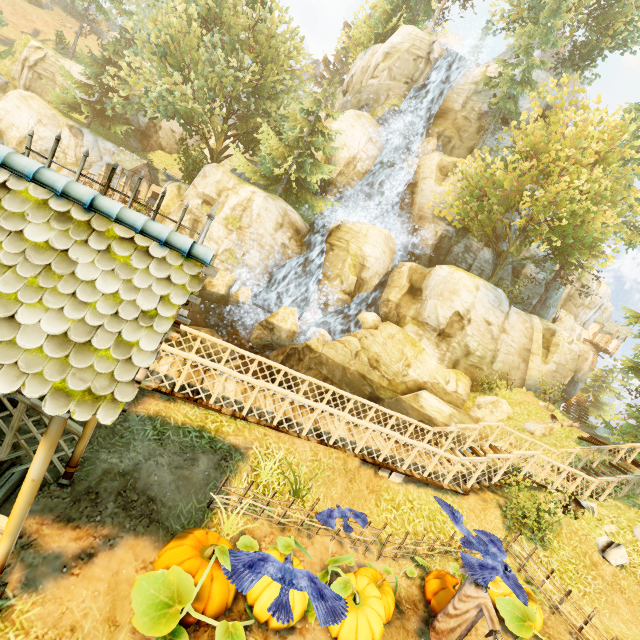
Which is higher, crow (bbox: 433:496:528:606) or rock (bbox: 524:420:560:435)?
rock (bbox: 524:420:560:435)

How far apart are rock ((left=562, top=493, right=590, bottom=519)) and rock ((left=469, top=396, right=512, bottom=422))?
10.06m

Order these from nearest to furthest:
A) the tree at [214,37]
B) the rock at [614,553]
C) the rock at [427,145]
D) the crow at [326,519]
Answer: the crow at [326,519] < the rock at [614,553] < the tree at [214,37] < the rock at [427,145]

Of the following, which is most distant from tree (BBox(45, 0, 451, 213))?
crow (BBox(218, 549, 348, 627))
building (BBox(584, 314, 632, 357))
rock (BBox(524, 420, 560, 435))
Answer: building (BBox(584, 314, 632, 357))

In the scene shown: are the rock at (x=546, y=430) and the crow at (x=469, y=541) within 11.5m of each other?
no

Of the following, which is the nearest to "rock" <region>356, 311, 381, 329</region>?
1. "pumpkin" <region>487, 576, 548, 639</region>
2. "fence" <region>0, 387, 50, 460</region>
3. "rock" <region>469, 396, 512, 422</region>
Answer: "rock" <region>469, 396, 512, 422</region>

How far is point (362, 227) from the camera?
26.1m

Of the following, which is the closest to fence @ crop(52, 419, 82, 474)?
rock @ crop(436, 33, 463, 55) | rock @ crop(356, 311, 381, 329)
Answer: rock @ crop(356, 311, 381, 329)
